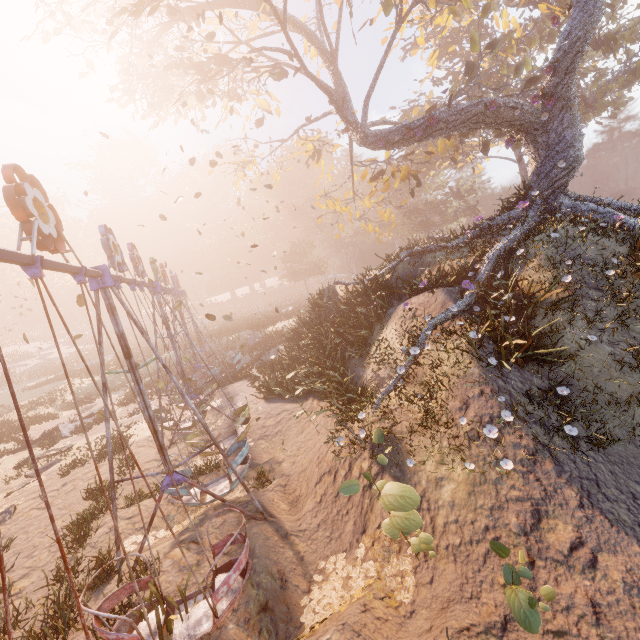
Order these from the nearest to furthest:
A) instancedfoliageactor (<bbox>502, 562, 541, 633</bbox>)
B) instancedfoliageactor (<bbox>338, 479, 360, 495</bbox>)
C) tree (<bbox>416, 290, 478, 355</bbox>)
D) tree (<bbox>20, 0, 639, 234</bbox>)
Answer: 1. instancedfoliageactor (<bbox>502, 562, 541, 633</bbox>)
2. instancedfoliageactor (<bbox>338, 479, 360, 495</bbox>)
3. tree (<bbox>416, 290, 478, 355</bbox>)
4. tree (<bbox>20, 0, 639, 234</bbox>)

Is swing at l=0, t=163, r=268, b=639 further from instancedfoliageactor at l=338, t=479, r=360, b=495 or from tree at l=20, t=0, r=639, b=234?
tree at l=20, t=0, r=639, b=234

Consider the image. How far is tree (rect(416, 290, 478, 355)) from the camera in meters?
9.4 m

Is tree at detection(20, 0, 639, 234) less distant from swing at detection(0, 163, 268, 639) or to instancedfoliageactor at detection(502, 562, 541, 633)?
swing at detection(0, 163, 268, 639)

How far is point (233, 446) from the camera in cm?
934

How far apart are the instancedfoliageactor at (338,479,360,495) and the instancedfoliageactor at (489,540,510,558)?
1.7 meters

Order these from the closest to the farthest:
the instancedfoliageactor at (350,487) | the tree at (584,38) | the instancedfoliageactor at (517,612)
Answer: the instancedfoliageactor at (517,612)
the instancedfoliageactor at (350,487)
the tree at (584,38)

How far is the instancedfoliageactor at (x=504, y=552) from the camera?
4.0 meters
